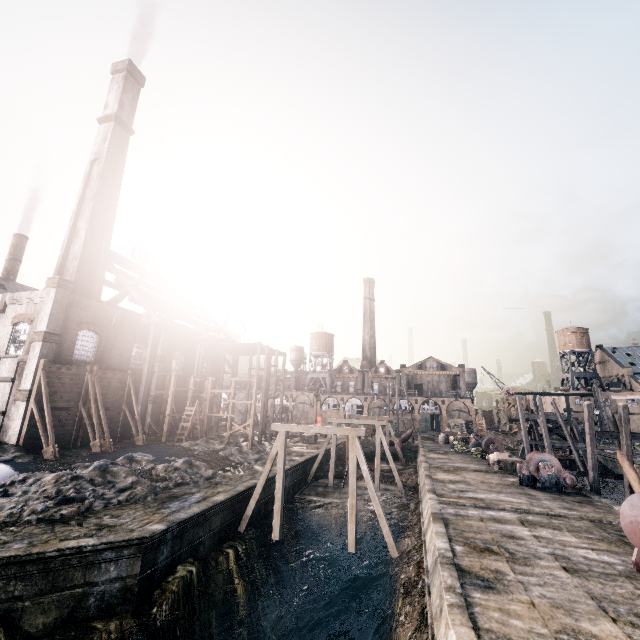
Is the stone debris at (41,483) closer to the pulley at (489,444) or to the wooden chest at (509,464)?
the wooden chest at (509,464)

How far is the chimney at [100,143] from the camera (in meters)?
32.78

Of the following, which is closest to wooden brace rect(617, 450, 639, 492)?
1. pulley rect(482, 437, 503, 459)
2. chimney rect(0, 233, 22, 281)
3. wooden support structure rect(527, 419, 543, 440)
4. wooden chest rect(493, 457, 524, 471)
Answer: wooden chest rect(493, 457, 524, 471)

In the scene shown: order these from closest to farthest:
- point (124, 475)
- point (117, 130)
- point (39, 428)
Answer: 1. point (124, 475)
2. point (39, 428)
3. point (117, 130)

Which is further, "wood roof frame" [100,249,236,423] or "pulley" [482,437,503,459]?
"pulley" [482,437,503,459]

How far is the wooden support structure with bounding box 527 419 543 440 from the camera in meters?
40.5 m

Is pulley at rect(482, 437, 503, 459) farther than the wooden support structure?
No

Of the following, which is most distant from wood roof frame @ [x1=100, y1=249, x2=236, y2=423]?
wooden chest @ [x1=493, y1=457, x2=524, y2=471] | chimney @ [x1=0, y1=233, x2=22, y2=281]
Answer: wooden chest @ [x1=493, y1=457, x2=524, y2=471]
